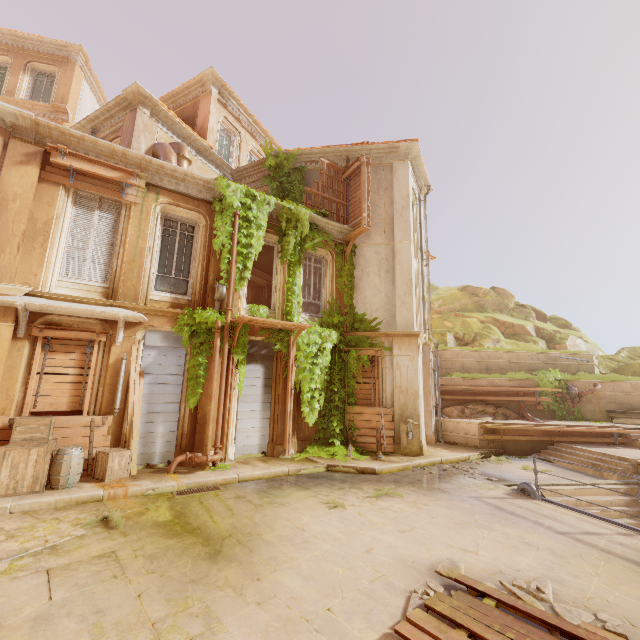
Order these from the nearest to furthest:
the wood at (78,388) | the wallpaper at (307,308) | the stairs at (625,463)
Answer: the wood at (78,388) < the stairs at (625,463) < the wallpaper at (307,308)

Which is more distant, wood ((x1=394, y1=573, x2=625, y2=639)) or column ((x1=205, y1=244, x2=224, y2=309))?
column ((x1=205, y1=244, x2=224, y2=309))

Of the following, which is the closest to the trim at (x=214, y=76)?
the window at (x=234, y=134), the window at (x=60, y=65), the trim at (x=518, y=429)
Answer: the window at (x=234, y=134)

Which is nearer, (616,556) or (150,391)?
Answer: (616,556)

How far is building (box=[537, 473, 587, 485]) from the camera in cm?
920

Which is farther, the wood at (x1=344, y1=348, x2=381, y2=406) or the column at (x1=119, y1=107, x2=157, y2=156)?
the wood at (x1=344, y1=348, x2=381, y2=406)

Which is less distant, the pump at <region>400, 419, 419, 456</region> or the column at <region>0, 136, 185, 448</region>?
the column at <region>0, 136, 185, 448</region>

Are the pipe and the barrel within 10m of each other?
yes
